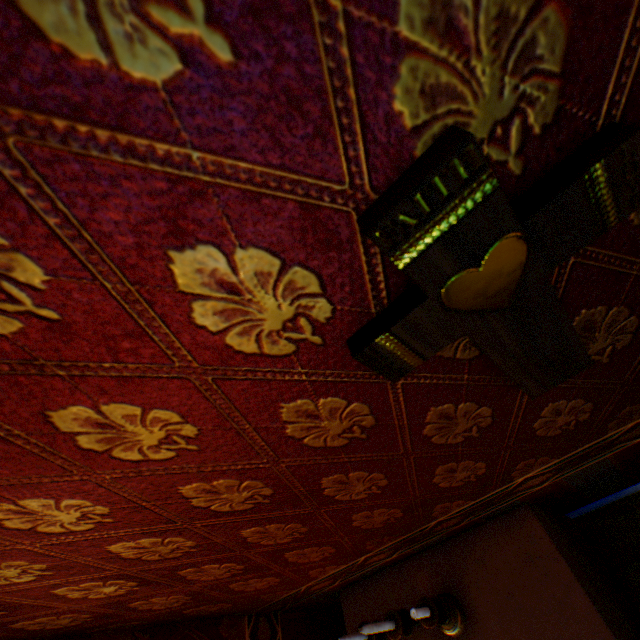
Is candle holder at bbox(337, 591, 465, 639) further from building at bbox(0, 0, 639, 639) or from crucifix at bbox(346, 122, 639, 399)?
crucifix at bbox(346, 122, 639, 399)

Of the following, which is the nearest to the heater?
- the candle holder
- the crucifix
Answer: the candle holder

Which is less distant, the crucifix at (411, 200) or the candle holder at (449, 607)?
the crucifix at (411, 200)

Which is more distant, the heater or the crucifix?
the heater

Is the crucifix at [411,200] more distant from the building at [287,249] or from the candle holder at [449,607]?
the candle holder at [449,607]

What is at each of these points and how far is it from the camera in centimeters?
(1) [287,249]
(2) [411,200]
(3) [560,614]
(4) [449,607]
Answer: (1) building, 41cm
(2) crucifix, 35cm
(3) heater, 124cm
(4) candle holder, 145cm

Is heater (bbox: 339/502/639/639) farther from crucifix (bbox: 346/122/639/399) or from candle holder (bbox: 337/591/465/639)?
crucifix (bbox: 346/122/639/399)

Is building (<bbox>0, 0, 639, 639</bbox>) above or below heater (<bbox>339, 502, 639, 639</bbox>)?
above
